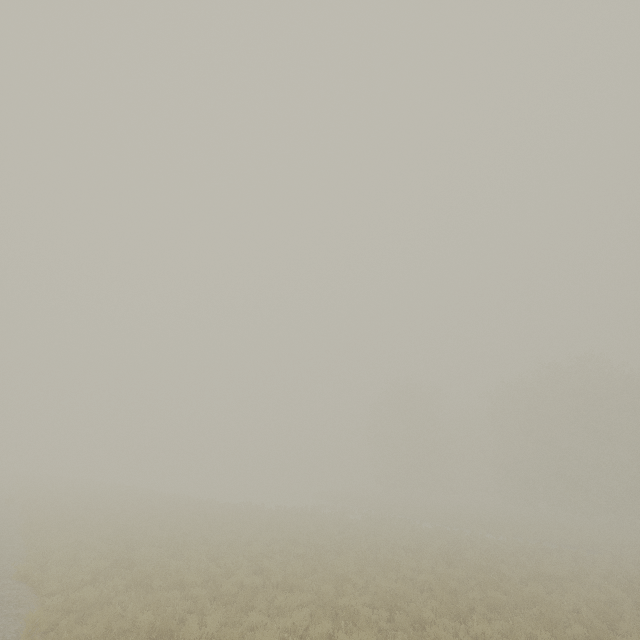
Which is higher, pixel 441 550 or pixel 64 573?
pixel 441 550
